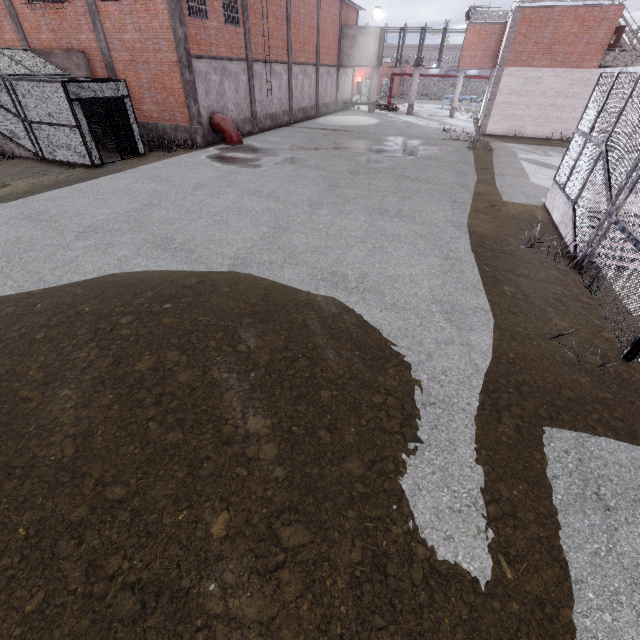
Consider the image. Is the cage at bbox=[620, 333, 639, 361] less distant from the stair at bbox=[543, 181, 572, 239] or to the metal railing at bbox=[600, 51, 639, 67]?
the stair at bbox=[543, 181, 572, 239]

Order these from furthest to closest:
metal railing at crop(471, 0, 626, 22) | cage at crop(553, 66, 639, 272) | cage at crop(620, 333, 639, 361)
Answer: metal railing at crop(471, 0, 626, 22) → cage at crop(553, 66, 639, 272) → cage at crop(620, 333, 639, 361)

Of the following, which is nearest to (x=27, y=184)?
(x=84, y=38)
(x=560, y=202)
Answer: (x=84, y=38)

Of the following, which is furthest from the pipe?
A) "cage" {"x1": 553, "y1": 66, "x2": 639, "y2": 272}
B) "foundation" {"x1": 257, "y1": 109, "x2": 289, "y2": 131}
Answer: "cage" {"x1": 553, "y1": 66, "x2": 639, "y2": 272}

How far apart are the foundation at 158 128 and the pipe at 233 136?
1.13m

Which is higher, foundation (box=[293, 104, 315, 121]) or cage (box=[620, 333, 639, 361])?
Answer: foundation (box=[293, 104, 315, 121])

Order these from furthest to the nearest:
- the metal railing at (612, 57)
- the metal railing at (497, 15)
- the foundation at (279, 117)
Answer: the foundation at (279, 117), the metal railing at (612, 57), the metal railing at (497, 15)

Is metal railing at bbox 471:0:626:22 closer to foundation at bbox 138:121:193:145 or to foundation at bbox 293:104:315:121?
foundation at bbox 293:104:315:121
